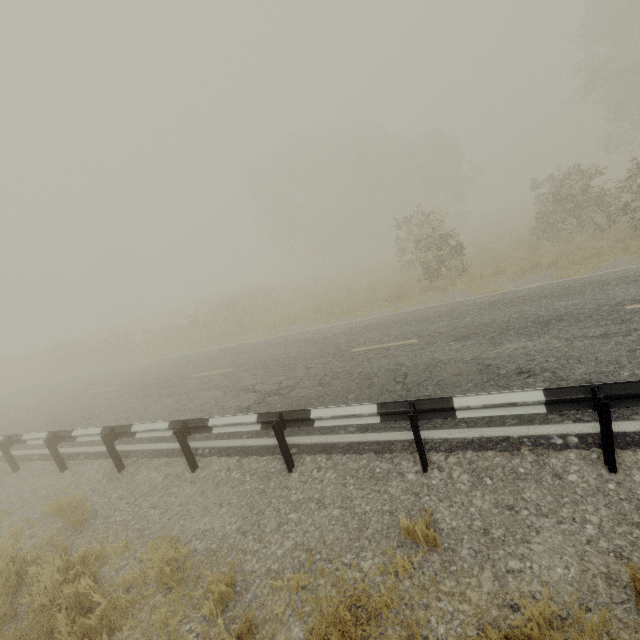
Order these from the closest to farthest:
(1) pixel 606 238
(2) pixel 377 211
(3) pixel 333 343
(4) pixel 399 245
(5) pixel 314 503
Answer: (5) pixel 314 503, (3) pixel 333 343, (1) pixel 606 238, (4) pixel 399 245, (2) pixel 377 211
